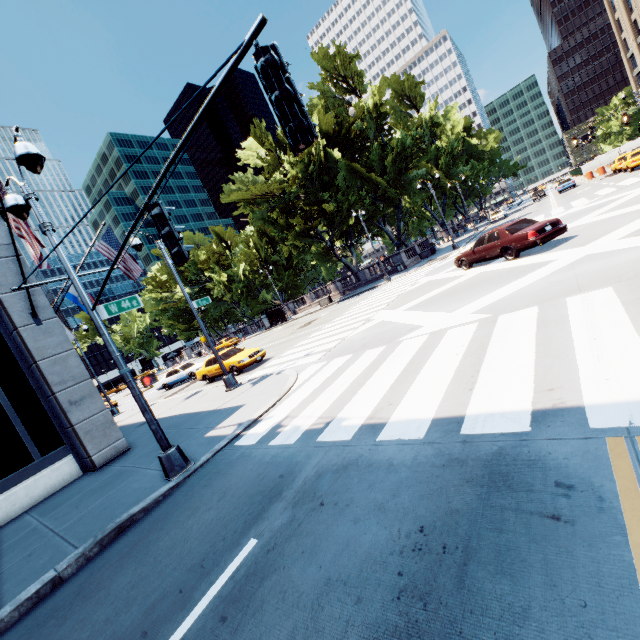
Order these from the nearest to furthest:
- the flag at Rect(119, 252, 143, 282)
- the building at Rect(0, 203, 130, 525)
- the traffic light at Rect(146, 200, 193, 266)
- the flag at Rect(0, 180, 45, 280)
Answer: Answer: the traffic light at Rect(146, 200, 193, 266) → the flag at Rect(0, 180, 45, 280) → the building at Rect(0, 203, 130, 525) → the flag at Rect(119, 252, 143, 282)

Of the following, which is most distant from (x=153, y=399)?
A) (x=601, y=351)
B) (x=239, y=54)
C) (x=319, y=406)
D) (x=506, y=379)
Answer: (x=601, y=351)

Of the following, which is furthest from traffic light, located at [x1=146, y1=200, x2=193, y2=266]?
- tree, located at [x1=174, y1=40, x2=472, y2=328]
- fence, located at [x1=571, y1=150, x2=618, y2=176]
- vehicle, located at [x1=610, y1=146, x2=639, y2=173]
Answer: fence, located at [x1=571, y1=150, x2=618, y2=176]

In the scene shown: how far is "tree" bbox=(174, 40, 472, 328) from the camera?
33.03m

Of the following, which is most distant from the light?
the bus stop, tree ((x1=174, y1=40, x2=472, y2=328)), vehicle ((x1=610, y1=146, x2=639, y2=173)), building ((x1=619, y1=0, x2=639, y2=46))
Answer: building ((x1=619, y1=0, x2=639, y2=46))

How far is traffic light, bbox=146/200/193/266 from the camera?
4.4m

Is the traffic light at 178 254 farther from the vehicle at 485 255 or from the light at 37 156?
the vehicle at 485 255

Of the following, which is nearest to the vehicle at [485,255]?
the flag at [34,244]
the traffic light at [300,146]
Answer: the traffic light at [300,146]
